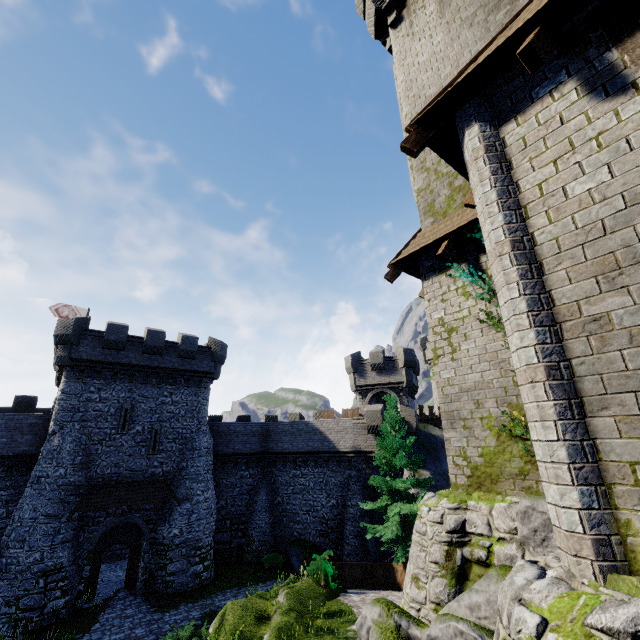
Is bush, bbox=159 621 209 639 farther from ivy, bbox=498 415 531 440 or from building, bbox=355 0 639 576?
ivy, bbox=498 415 531 440

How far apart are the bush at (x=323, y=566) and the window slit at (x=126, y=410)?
14.86m

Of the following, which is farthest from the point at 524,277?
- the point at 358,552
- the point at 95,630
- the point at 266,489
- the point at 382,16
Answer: the point at 266,489

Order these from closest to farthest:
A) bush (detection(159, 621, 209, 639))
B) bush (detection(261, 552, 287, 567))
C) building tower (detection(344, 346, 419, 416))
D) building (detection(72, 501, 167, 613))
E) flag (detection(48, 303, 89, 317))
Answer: bush (detection(159, 621, 209, 639)), building (detection(72, 501, 167, 613)), bush (detection(261, 552, 287, 567)), flag (detection(48, 303, 89, 317)), building tower (detection(344, 346, 419, 416))

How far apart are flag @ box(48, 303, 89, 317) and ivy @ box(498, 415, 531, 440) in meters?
33.2 m

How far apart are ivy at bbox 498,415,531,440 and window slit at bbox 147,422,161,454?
23.44m

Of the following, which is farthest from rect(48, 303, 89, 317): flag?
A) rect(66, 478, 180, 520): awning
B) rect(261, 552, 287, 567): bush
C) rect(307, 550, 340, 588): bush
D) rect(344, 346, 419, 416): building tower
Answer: rect(307, 550, 340, 588): bush

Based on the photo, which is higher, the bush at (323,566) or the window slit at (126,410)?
the window slit at (126,410)
